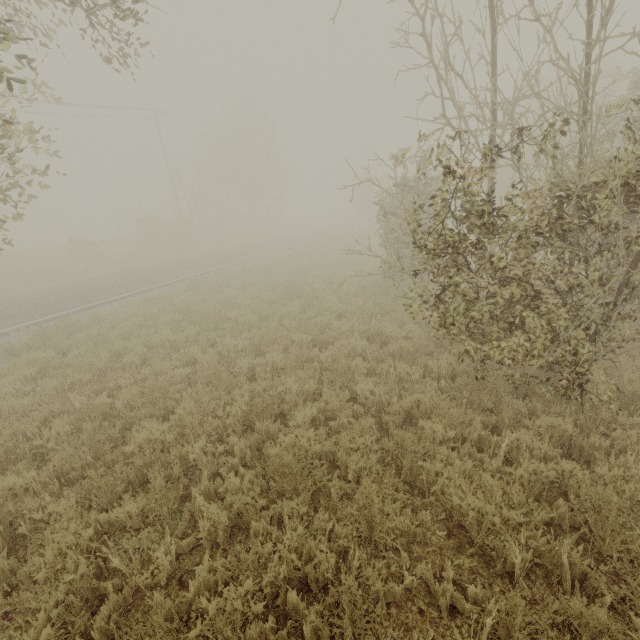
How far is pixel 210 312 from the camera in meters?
10.0 m

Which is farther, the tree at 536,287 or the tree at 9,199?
the tree at 9,199

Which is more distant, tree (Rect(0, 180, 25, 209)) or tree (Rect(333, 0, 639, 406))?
tree (Rect(0, 180, 25, 209))
